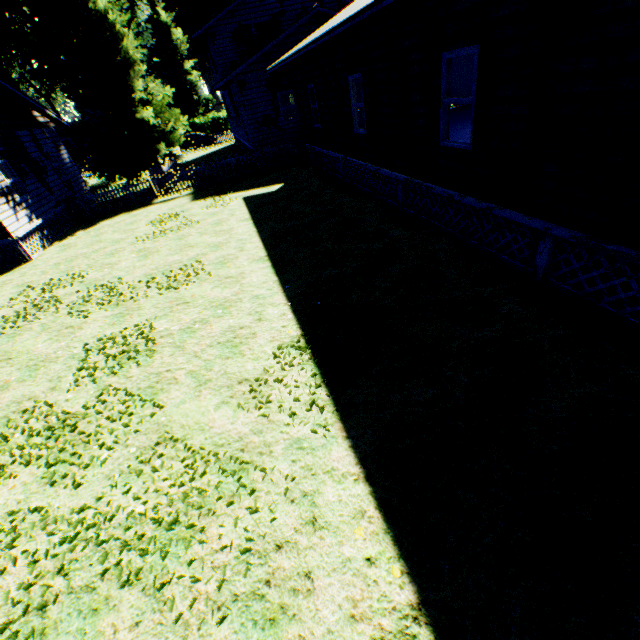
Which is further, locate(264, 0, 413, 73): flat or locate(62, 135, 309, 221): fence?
locate(62, 135, 309, 221): fence

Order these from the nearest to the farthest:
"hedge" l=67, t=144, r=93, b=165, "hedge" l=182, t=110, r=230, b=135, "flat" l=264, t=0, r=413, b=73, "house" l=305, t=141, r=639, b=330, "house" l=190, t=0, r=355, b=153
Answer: "house" l=305, t=141, r=639, b=330 < "flat" l=264, t=0, r=413, b=73 < "house" l=190, t=0, r=355, b=153 < "hedge" l=67, t=144, r=93, b=165 < "hedge" l=182, t=110, r=230, b=135

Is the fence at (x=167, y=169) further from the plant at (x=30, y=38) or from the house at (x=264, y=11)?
the house at (x=264, y=11)

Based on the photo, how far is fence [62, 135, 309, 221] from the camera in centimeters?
1742cm

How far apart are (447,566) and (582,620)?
1.0 meters

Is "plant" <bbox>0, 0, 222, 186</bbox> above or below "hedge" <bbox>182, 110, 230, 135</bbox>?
above

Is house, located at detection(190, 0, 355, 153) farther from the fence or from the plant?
the plant

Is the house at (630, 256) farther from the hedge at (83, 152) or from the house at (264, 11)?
the hedge at (83, 152)
